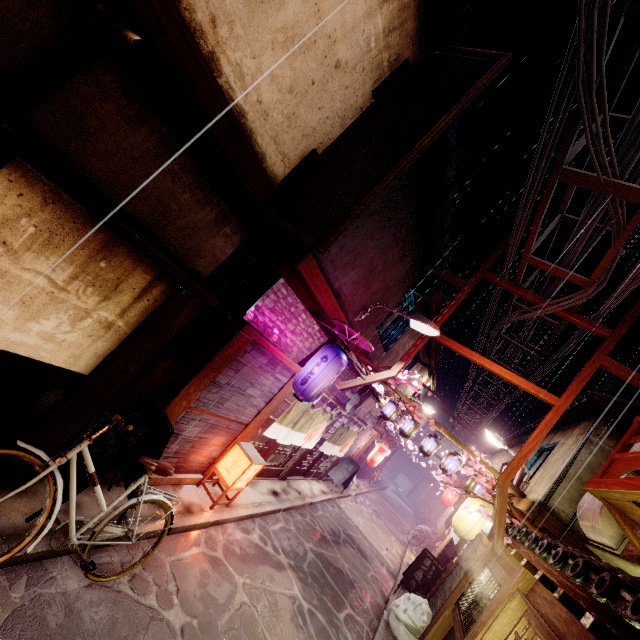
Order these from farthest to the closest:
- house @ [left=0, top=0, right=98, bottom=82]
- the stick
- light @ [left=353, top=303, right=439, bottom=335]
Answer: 1. light @ [left=353, top=303, right=439, bottom=335]
2. the stick
3. house @ [left=0, top=0, right=98, bottom=82]

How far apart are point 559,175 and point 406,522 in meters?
42.5 m

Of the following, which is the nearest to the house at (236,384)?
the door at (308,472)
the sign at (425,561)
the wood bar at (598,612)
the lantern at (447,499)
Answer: the door at (308,472)

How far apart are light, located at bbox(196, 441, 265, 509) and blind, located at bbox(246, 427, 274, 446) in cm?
67

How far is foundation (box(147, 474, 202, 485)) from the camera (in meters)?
9.42

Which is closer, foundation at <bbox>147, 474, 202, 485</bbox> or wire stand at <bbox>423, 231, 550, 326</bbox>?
foundation at <bbox>147, 474, 202, 485</bbox>

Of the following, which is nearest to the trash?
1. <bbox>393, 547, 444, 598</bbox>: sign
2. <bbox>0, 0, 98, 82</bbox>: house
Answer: <bbox>393, 547, 444, 598</bbox>: sign

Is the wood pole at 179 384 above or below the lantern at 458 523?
below
